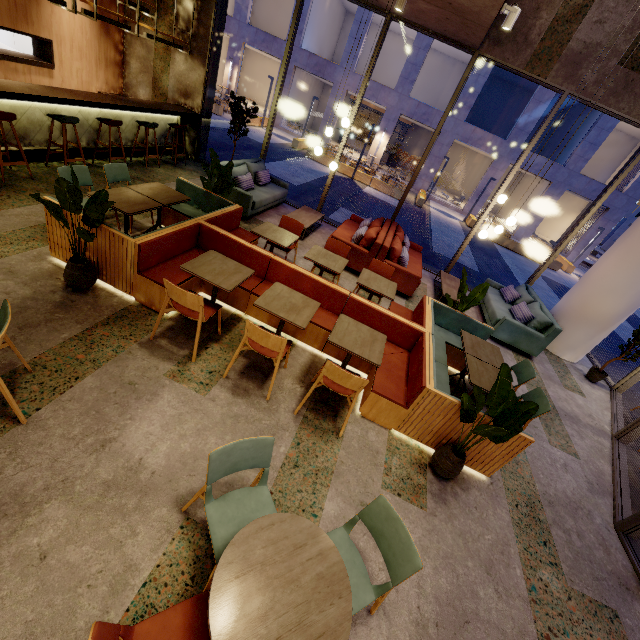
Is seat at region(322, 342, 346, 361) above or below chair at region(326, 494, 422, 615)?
below

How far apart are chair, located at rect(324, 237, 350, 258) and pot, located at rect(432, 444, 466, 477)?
3.11m

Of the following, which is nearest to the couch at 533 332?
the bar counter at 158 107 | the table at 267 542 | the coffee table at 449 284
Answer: the coffee table at 449 284

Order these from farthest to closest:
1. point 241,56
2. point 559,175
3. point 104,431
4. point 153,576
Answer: point 241,56 → point 559,175 → point 104,431 → point 153,576

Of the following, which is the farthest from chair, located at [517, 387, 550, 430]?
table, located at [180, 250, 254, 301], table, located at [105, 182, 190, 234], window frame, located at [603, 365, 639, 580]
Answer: table, located at [105, 182, 190, 234]

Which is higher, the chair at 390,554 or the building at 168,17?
the building at 168,17

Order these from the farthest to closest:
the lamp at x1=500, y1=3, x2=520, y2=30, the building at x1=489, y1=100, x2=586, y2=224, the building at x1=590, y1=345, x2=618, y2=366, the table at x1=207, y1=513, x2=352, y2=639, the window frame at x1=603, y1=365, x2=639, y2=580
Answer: the building at x1=489, y1=100, x2=586, y2=224
the building at x1=590, y1=345, x2=618, y2=366
the lamp at x1=500, y1=3, x2=520, y2=30
the window frame at x1=603, y1=365, x2=639, y2=580
the table at x1=207, y1=513, x2=352, y2=639

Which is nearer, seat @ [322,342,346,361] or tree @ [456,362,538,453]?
tree @ [456,362,538,453]
